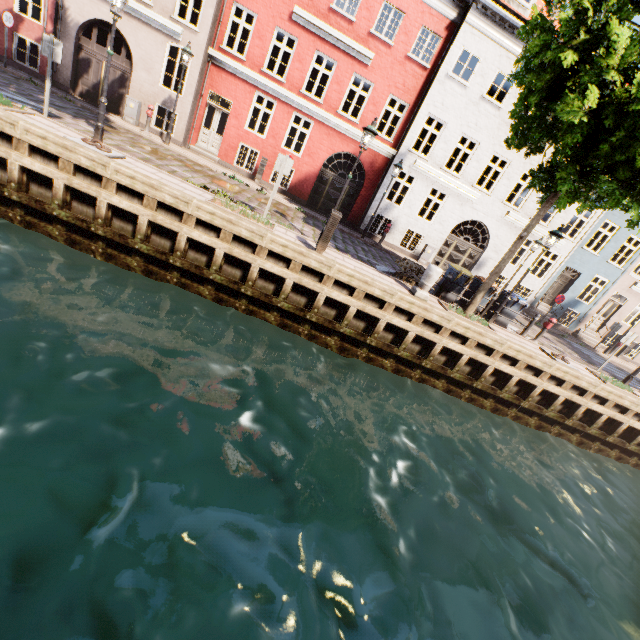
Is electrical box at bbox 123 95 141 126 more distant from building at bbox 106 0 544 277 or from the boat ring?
building at bbox 106 0 544 277

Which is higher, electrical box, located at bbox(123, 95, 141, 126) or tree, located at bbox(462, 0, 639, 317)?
tree, located at bbox(462, 0, 639, 317)

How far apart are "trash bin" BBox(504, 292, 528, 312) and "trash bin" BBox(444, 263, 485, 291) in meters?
1.7

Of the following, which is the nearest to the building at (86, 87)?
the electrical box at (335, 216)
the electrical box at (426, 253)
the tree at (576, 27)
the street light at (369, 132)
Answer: the tree at (576, 27)

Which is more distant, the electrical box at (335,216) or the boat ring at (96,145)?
the electrical box at (335,216)

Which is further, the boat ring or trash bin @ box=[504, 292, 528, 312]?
trash bin @ box=[504, 292, 528, 312]

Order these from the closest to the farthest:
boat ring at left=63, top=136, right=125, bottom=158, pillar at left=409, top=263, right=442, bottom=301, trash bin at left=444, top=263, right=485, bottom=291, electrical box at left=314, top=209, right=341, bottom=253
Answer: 1. boat ring at left=63, top=136, right=125, bottom=158
2. electrical box at left=314, top=209, right=341, bottom=253
3. pillar at left=409, top=263, right=442, bottom=301
4. trash bin at left=444, top=263, right=485, bottom=291

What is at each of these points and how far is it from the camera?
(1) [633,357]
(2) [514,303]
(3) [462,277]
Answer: (1) building, 22.3 meters
(2) trash bin, 12.0 meters
(3) trash bin, 11.7 meters
